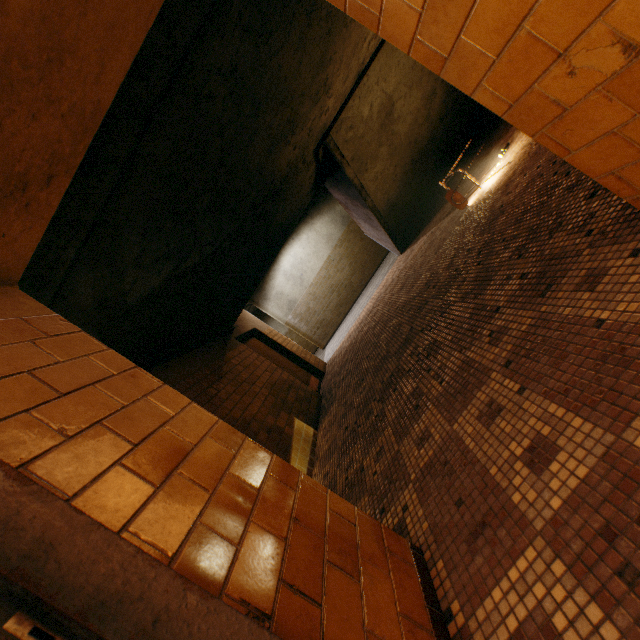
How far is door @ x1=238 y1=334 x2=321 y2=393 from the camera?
7.35m

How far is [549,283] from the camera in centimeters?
182cm

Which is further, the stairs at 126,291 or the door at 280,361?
the door at 280,361

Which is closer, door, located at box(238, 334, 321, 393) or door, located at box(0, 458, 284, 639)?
door, located at box(0, 458, 284, 639)

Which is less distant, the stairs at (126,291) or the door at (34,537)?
the door at (34,537)

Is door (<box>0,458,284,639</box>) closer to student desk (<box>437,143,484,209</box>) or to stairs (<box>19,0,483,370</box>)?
stairs (<box>19,0,483,370</box>)

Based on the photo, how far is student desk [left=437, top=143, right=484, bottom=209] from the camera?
4.40m

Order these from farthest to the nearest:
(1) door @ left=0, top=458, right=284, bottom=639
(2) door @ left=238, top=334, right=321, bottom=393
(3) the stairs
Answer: (2) door @ left=238, top=334, right=321, bottom=393
(3) the stairs
(1) door @ left=0, top=458, right=284, bottom=639
